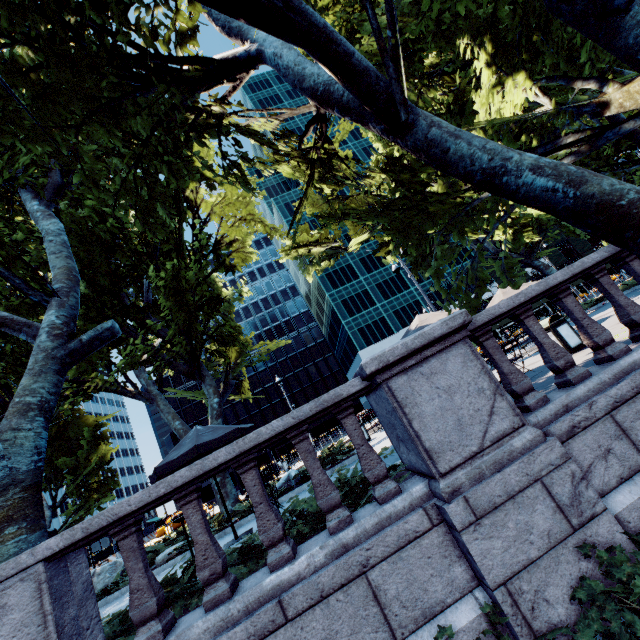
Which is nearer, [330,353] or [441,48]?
[441,48]

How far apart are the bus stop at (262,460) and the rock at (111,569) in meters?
12.7

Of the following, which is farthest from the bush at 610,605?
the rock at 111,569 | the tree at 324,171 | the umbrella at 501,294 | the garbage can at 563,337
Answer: the rock at 111,569

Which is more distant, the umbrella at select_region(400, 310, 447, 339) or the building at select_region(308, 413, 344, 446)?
the building at select_region(308, 413, 344, 446)

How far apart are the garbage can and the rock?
17.0m

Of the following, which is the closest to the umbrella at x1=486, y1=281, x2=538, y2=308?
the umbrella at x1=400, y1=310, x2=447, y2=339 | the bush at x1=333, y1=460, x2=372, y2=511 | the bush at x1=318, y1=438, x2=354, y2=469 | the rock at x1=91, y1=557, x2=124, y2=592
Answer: the umbrella at x1=400, y1=310, x2=447, y2=339

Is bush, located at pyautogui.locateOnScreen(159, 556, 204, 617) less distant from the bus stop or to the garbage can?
the garbage can

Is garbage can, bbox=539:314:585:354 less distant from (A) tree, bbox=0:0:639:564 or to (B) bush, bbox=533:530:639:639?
(A) tree, bbox=0:0:639:564
